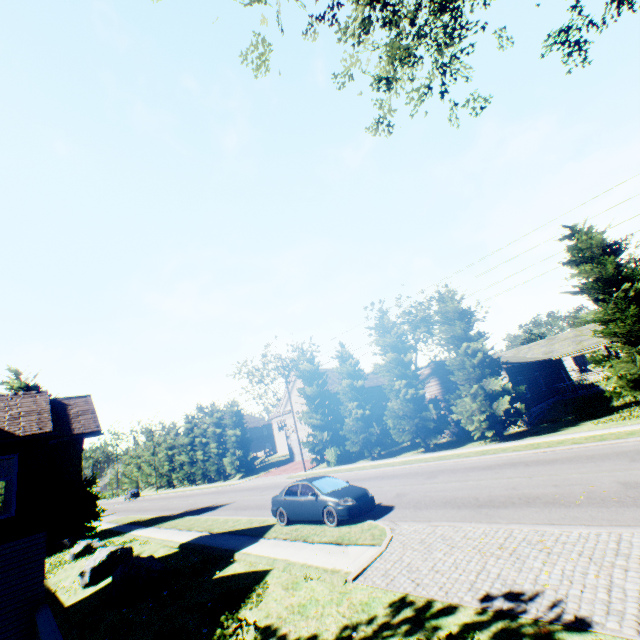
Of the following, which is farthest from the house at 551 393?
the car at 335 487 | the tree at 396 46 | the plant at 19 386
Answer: the plant at 19 386

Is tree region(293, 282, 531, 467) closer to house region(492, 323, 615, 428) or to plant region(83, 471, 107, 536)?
house region(492, 323, 615, 428)

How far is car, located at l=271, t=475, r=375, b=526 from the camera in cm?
1166

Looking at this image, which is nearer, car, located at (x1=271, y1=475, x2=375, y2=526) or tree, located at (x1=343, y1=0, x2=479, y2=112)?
tree, located at (x1=343, y1=0, x2=479, y2=112)

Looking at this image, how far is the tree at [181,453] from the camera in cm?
4388

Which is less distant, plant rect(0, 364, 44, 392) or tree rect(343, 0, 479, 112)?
tree rect(343, 0, 479, 112)

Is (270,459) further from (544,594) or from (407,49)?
(407,49)
